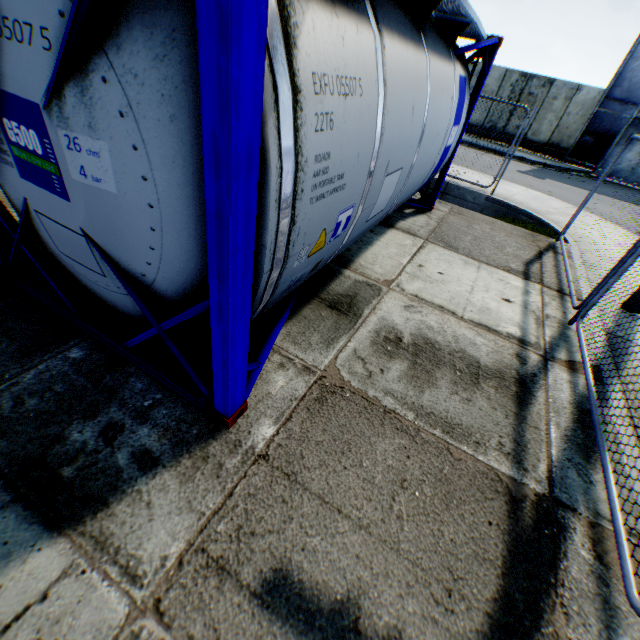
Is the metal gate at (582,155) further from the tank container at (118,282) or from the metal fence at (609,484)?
the tank container at (118,282)

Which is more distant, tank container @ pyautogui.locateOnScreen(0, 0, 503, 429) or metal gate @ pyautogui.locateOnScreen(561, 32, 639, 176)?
metal gate @ pyautogui.locateOnScreen(561, 32, 639, 176)

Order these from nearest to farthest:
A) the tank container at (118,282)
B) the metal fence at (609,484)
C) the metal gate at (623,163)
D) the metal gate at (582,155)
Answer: the tank container at (118,282) < the metal fence at (609,484) < the metal gate at (582,155) < the metal gate at (623,163)

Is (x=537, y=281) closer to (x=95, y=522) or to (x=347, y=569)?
(x=347, y=569)

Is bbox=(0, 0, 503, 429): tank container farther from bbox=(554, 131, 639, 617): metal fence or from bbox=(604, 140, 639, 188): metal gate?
bbox=(604, 140, 639, 188): metal gate

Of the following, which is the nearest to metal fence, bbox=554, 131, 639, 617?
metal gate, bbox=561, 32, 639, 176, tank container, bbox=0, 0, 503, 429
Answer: tank container, bbox=0, 0, 503, 429
